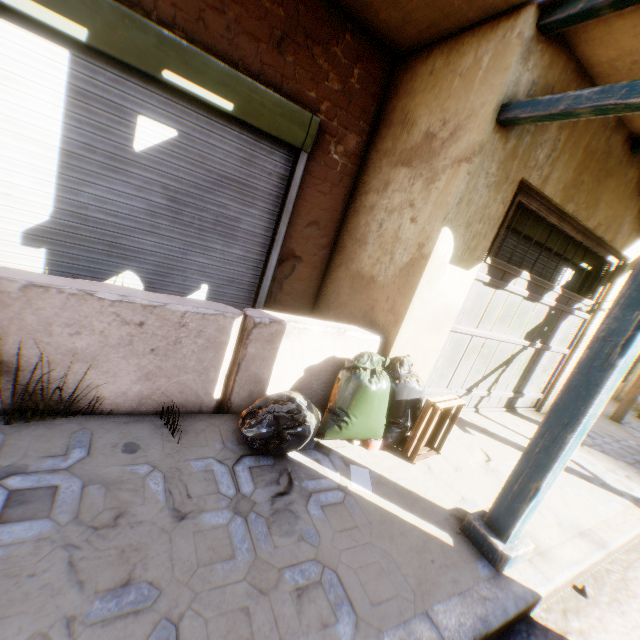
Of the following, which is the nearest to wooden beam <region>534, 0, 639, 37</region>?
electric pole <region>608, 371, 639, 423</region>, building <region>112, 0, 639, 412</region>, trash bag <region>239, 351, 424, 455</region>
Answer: building <region>112, 0, 639, 412</region>

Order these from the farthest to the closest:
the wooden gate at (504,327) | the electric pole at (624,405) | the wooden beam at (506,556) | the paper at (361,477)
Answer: the electric pole at (624,405) < the wooden gate at (504,327) < the paper at (361,477) < the wooden beam at (506,556)

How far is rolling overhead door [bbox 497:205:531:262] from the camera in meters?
3.8 m

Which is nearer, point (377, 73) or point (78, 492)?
point (78, 492)

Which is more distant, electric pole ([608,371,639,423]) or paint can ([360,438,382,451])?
electric pole ([608,371,639,423])

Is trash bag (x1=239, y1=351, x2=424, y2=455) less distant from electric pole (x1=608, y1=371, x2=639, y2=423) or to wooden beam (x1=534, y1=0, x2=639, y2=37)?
wooden beam (x1=534, y1=0, x2=639, y2=37)

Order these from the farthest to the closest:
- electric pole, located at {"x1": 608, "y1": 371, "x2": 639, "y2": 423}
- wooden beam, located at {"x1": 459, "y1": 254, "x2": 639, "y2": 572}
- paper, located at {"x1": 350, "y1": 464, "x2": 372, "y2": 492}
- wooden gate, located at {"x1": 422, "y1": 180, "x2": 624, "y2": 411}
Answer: electric pole, located at {"x1": 608, "y1": 371, "x2": 639, "y2": 423} < wooden gate, located at {"x1": 422, "y1": 180, "x2": 624, "y2": 411} < paper, located at {"x1": 350, "y1": 464, "x2": 372, "y2": 492} < wooden beam, located at {"x1": 459, "y1": 254, "x2": 639, "y2": 572}

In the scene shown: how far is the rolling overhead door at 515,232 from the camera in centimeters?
376cm
